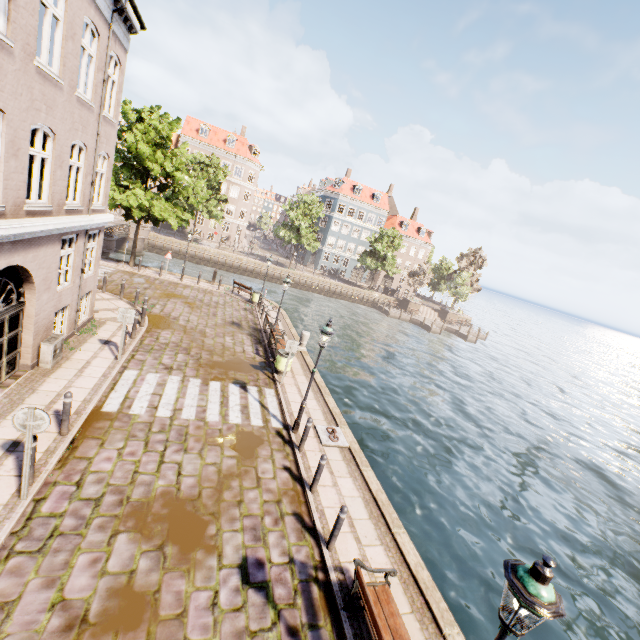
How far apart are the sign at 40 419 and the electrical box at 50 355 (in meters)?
4.87

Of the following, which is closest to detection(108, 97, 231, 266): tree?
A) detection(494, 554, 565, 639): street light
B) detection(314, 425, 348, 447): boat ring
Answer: detection(314, 425, 348, 447): boat ring

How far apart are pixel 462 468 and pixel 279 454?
10.9m

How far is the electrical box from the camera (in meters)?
9.41

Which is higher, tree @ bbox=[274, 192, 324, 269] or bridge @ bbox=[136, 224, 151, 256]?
tree @ bbox=[274, 192, 324, 269]

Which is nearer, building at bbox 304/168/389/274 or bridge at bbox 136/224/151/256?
bridge at bbox 136/224/151/256

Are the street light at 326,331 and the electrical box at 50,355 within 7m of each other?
no

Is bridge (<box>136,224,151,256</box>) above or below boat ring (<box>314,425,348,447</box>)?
below
